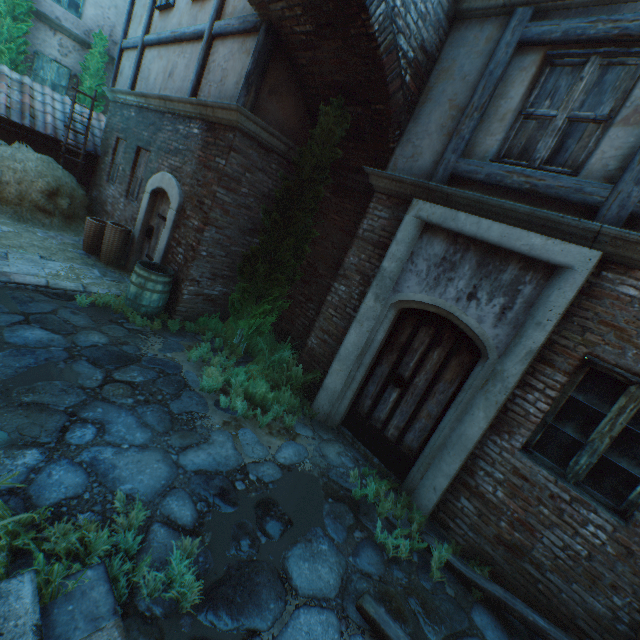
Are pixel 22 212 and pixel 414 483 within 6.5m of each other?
no

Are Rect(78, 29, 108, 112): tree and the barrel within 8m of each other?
no

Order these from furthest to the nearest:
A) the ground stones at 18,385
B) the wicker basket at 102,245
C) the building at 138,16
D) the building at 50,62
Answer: the building at 138,16
the wicker basket at 102,245
the building at 50,62
the ground stones at 18,385

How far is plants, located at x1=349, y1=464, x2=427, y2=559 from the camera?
3.50m

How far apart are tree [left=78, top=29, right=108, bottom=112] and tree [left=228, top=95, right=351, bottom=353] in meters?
11.4

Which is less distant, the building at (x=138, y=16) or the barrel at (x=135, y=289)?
the barrel at (x=135, y=289)

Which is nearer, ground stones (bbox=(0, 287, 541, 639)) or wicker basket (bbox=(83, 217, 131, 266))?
ground stones (bbox=(0, 287, 541, 639))

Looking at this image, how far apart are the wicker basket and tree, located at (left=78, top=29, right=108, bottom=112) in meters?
8.2
